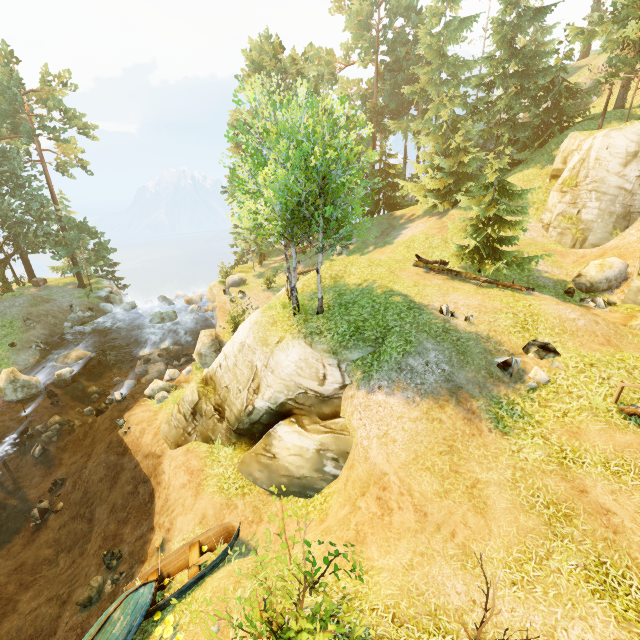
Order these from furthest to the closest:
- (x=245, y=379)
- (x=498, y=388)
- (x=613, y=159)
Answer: (x=613, y=159) → (x=245, y=379) → (x=498, y=388)

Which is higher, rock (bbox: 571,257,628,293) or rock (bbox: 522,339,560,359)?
rock (bbox: 571,257,628,293)

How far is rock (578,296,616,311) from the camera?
15.04m

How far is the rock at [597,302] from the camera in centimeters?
1504cm

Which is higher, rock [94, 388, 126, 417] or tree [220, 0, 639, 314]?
tree [220, 0, 639, 314]

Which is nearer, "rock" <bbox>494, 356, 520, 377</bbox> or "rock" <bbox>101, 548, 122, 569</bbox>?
"rock" <bbox>494, 356, 520, 377</bbox>

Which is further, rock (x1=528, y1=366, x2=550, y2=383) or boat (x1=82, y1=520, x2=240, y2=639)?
rock (x1=528, y1=366, x2=550, y2=383)

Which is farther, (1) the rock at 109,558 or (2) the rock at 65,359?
(2) the rock at 65,359
